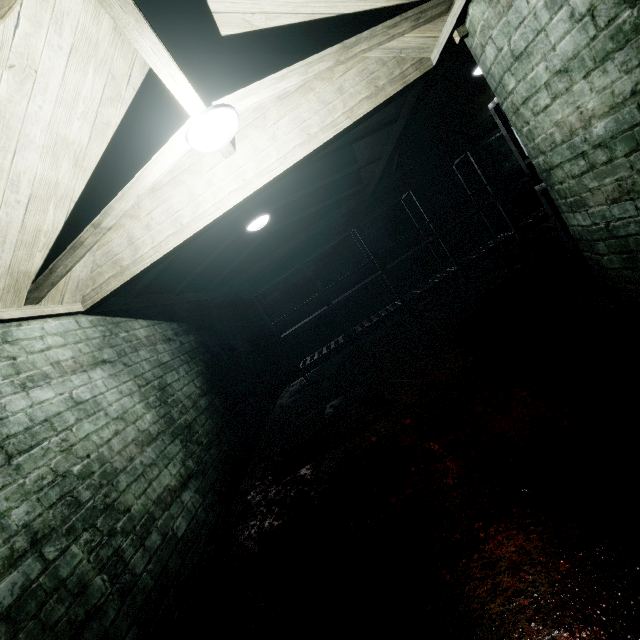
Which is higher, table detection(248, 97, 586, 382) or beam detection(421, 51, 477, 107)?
beam detection(421, 51, 477, 107)

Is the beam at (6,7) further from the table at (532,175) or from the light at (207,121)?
the table at (532,175)

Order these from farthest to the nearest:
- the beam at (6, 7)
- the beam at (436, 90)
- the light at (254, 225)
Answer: the light at (254, 225)
the beam at (436, 90)
the beam at (6, 7)

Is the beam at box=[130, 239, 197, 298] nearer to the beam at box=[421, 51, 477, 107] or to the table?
the beam at box=[421, 51, 477, 107]

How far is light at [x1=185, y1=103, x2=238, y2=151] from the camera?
1.7m

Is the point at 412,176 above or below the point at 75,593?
above

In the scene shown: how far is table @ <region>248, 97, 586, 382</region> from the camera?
2.95m

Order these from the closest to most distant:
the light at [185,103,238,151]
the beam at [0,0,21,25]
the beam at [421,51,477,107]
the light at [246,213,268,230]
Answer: the beam at [0,0,21,25], the light at [185,103,238,151], the beam at [421,51,477,107], the light at [246,213,268,230]
